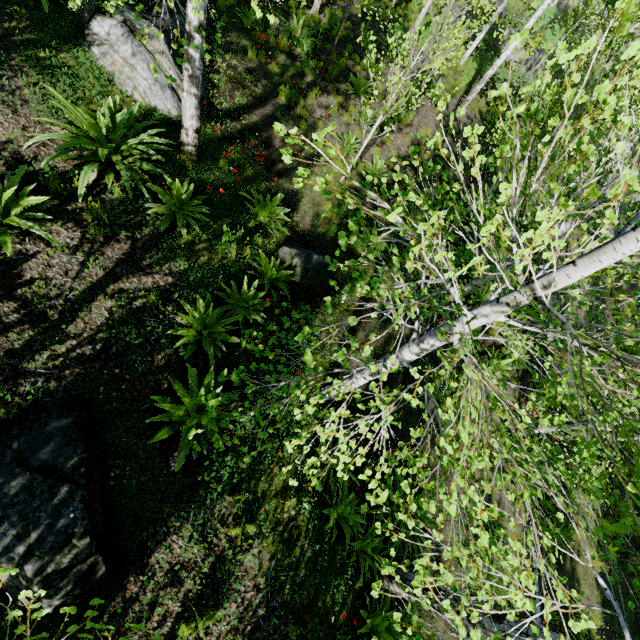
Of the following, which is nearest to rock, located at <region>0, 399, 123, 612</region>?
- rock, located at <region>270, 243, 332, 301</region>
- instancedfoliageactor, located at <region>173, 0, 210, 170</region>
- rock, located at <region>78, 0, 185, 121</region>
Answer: instancedfoliageactor, located at <region>173, 0, 210, 170</region>

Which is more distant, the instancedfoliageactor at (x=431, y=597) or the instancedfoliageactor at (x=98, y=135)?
the instancedfoliageactor at (x=98, y=135)

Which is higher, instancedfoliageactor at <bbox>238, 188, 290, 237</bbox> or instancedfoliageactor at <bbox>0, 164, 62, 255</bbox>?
instancedfoliageactor at <bbox>0, 164, 62, 255</bbox>

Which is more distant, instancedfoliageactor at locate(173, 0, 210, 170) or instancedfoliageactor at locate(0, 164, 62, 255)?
instancedfoliageactor at locate(0, 164, 62, 255)

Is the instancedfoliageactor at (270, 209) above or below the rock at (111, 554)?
below

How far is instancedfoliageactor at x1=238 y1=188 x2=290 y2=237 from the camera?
6.3 meters

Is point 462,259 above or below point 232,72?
above

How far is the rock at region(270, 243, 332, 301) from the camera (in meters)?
6.20
